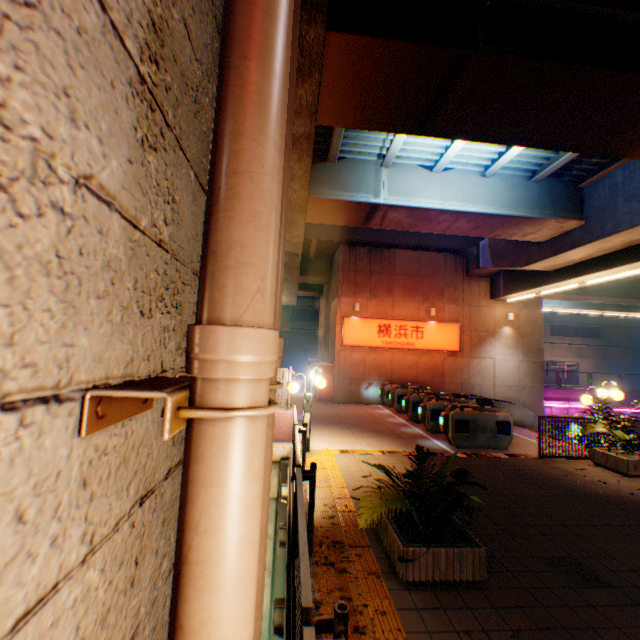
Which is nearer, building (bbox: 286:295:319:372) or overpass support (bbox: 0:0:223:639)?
overpass support (bbox: 0:0:223:639)

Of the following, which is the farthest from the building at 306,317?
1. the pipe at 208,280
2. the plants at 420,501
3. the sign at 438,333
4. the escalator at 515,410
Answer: the pipe at 208,280

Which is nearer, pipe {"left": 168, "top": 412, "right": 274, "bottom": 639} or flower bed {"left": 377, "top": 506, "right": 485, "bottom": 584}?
pipe {"left": 168, "top": 412, "right": 274, "bottom": 639}

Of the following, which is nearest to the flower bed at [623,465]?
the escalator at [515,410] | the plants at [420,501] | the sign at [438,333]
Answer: the escalator at [515,410]

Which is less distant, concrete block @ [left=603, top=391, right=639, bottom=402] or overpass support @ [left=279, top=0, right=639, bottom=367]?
overpass support @ [left=279, top=0, right=639, bottom=367]

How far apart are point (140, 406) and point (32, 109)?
0.7 meters

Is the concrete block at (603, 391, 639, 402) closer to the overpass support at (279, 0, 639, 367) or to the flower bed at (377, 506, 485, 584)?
the overpass support at (279, 0, 639, 367)

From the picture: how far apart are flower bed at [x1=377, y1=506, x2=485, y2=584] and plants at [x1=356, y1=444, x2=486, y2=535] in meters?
0.0 m
